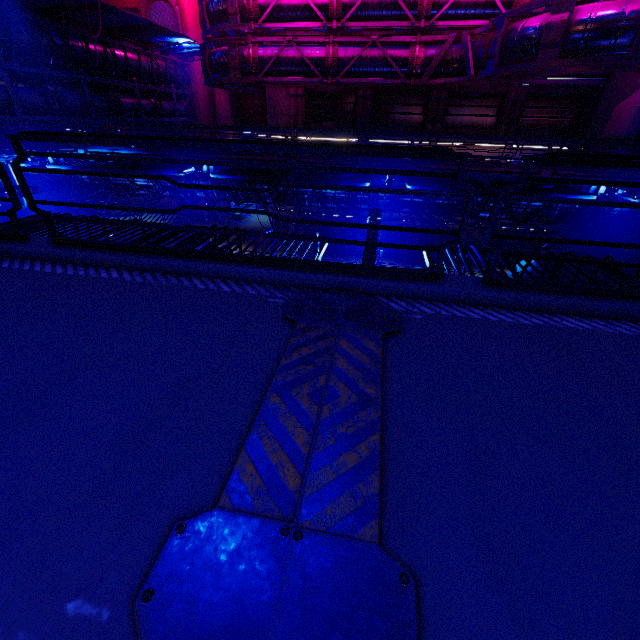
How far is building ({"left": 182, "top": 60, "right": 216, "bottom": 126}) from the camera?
30.5m

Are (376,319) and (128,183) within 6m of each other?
no

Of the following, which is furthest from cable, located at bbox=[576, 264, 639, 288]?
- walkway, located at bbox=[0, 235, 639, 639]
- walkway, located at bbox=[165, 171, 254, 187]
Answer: walkway, located at bbox=[165, 171, 254, 187]

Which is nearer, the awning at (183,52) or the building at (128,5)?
the awning at (183,52)

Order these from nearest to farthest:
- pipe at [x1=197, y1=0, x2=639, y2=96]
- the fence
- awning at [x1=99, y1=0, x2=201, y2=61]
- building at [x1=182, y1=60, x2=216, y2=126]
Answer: pipe at [x1=197, y1=0, x2=639, y2=96], the fence, awning at [x1=99, y1=0, x2=201, y2=61], building at [x1=182, y1=60, x2=216, y2=126]

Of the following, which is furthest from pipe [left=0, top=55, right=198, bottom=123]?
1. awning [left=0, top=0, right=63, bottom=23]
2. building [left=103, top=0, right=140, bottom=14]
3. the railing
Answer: the railing

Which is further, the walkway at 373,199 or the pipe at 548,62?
the walkway at 373,199

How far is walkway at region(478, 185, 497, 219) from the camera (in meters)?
13.90
